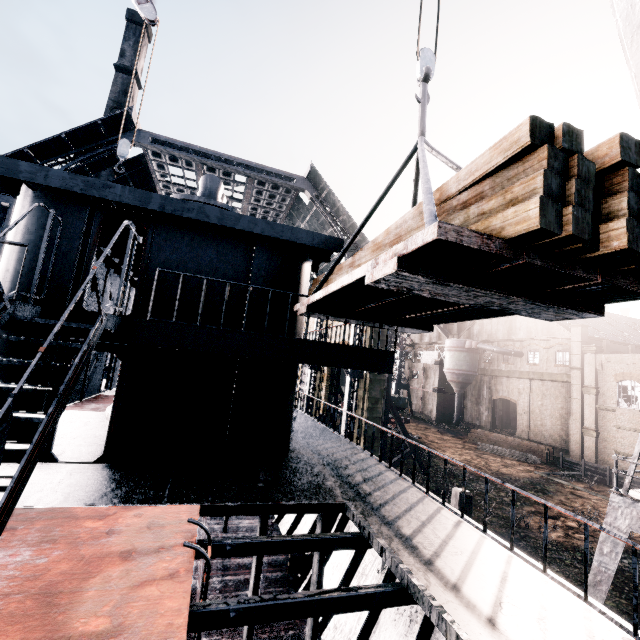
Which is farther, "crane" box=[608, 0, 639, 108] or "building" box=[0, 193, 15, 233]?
"building" box=[0, 193, 15, 233]

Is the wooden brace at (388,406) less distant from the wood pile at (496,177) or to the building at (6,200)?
the building at (6,200)

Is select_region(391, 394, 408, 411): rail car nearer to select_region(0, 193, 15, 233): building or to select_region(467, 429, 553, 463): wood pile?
select_region(0, 193, 15, 233): building

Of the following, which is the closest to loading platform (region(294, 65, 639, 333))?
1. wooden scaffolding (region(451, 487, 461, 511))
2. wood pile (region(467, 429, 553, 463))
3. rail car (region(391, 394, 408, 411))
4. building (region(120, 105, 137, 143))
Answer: wooden scaffolding (region(451, 487, 461, 511))

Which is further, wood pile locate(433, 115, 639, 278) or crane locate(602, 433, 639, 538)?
crane locate(602, 433, 639, 538)

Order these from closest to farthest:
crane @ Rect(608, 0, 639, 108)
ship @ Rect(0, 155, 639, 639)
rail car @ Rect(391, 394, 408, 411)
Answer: ship @ Rect(0, 155, 639, 639), crane @ Rect(608, 0, 639, 108), rail car @ Rect(391, 394, 408, 411)

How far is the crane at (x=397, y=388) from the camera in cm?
5714

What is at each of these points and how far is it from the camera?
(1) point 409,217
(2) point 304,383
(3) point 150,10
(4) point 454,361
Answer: (1) wood pile, 5.40m
(2) building, 46.59m
(3) crane, 12.04m
(4) silo, 49.31m
